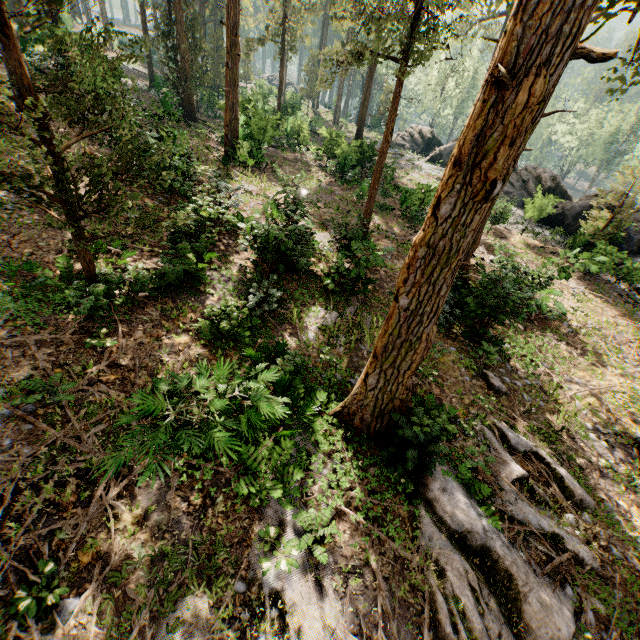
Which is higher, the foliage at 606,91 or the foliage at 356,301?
the foliage at 606,91

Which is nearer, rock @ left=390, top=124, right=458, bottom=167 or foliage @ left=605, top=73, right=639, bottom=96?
foliage @ left=605, top=73, right=639, bottom=96

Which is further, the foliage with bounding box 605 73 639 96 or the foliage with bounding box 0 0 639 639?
the foliage with bounding box 605 73 639 96

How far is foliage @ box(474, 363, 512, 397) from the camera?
10.7 meters

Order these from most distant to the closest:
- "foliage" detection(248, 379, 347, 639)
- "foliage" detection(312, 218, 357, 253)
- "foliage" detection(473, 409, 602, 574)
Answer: "foliage" detection(312, 218, 357, 253) → "foliage" detection(473, 409, 602, 574) → "foliage" detection(248, 379, 347, 639)

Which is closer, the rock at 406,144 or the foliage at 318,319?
the foliage at 318,319

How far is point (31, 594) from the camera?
4.51m
